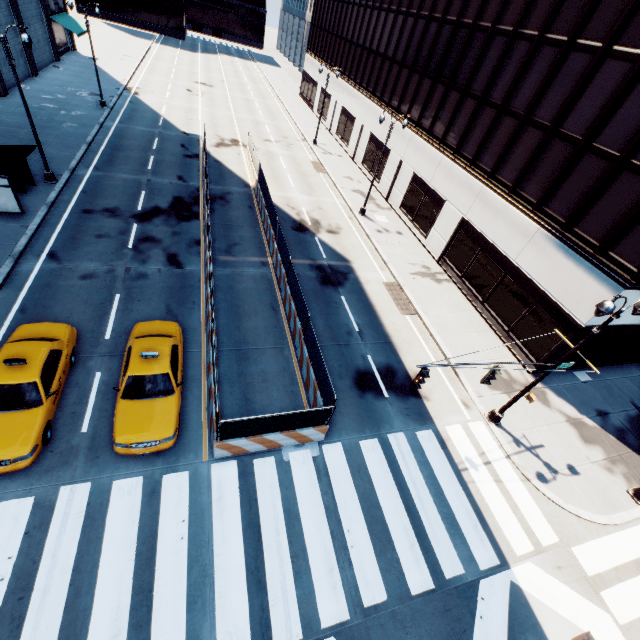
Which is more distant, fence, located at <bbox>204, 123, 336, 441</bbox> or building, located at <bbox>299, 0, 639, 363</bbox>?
building, located at <bbox>299, 0, 639, 363</bbox>

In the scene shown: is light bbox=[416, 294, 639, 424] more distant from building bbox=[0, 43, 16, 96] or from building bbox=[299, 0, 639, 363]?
building bbox=[0, 43, 16, 96]

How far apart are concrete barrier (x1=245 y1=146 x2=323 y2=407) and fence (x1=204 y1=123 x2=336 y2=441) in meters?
0.0 m

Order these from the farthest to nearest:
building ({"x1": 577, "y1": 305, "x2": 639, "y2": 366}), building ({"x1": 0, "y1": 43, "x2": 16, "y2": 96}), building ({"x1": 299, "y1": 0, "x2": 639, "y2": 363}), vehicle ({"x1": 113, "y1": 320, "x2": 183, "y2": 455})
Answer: building ({"x1": 0, "y1": 43, "x2": 16, "y2": 96}) < building ({"x1": 577, "y1": 305, "x2": 639, "y2": 366}) < building ({"x1": 299, "y1": 0, "x2": 639, "y2": 363}) < vehicle ({"x1": 113, "y1": 320, "x2": 183, "y2": 455})

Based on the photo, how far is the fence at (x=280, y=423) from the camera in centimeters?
A: 1005cm

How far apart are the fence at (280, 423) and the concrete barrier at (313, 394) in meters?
0.0 m

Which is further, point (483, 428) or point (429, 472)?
point (483, 428)
